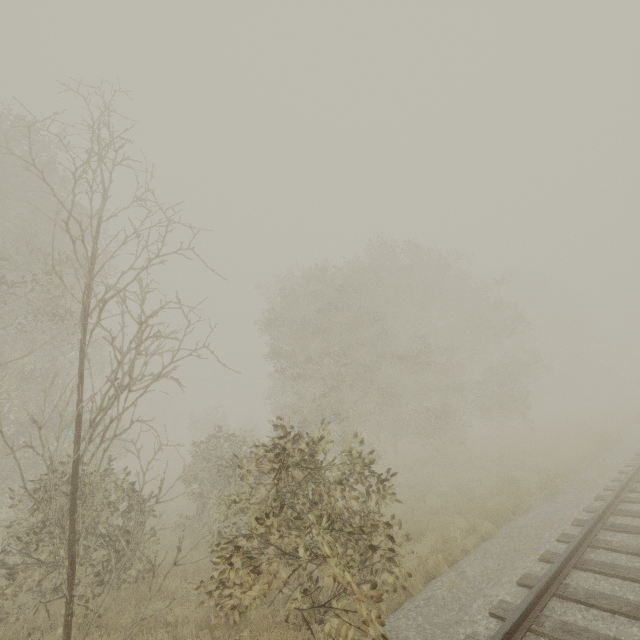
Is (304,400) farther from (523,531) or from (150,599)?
(150,599)
